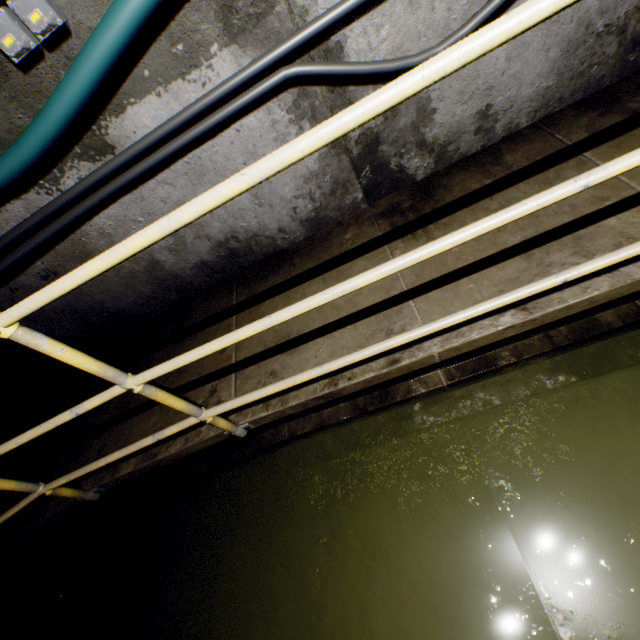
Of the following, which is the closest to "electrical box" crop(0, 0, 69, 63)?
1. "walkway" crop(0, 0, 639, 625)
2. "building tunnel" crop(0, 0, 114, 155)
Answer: "building tunnel" crop(0, 0, 114, 155)

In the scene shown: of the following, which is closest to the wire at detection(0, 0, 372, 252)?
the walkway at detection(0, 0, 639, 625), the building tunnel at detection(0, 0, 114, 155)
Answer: the building tunnel at detection(0, 0, 114, 155)

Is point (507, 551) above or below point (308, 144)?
below

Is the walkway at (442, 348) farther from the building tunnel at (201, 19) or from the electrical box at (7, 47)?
the electrical box at (7, 47)

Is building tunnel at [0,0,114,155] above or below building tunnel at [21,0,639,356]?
above

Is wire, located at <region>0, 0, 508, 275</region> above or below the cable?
below

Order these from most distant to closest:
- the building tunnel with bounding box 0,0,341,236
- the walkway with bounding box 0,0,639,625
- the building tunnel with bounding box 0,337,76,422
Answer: the building tunnel with bounding box 0,337,76,422 < the building tunnel with bounding box 0,0,341,236 < the walkway with bounding box 0,0,639,625
